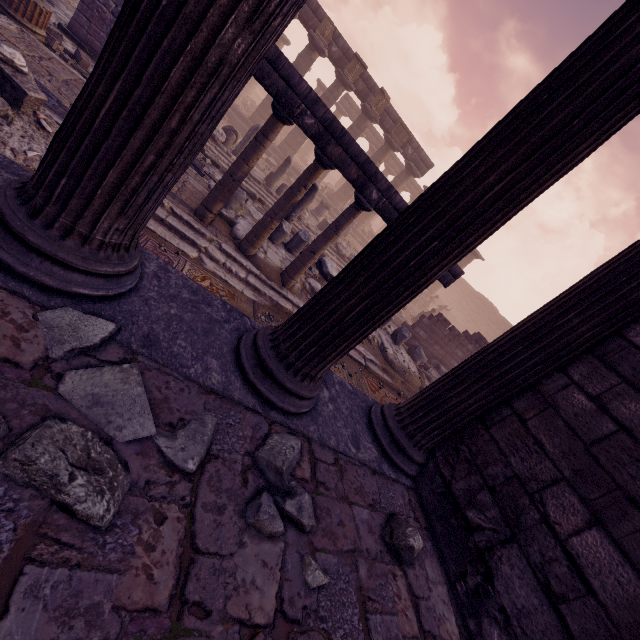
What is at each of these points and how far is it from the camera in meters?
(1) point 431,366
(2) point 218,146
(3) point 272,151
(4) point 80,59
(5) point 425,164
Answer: (1) debris pile, 13.1
(2) building debris, 12.0
(3) building base, 19.8
(4) stone blocks, 7.8
(5) entablature, 21.3

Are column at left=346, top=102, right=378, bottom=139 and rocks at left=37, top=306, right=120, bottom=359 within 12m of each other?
no

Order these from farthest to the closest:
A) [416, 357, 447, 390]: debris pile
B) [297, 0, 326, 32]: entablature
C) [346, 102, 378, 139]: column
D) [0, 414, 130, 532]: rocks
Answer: [346, 102, 378, 139]: column → [297, 0, 326, 32]: entablature → [416, 357, 447, 390]: debris pile → [0, 414, 130, 532]: rocks

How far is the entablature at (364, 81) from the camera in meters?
18.2 m

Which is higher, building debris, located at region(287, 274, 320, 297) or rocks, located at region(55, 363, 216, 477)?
rocks, located at region(55, 363, 216, 477)

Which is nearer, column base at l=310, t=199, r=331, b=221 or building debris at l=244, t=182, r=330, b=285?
building debris at l=244, t=182, r=330, b=285

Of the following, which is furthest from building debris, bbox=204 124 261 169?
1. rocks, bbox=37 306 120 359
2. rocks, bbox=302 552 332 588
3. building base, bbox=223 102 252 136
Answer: rocks, bbox=302 552 332 588

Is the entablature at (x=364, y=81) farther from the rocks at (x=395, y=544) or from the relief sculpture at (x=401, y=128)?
the rocks at (x=395, y=544)
